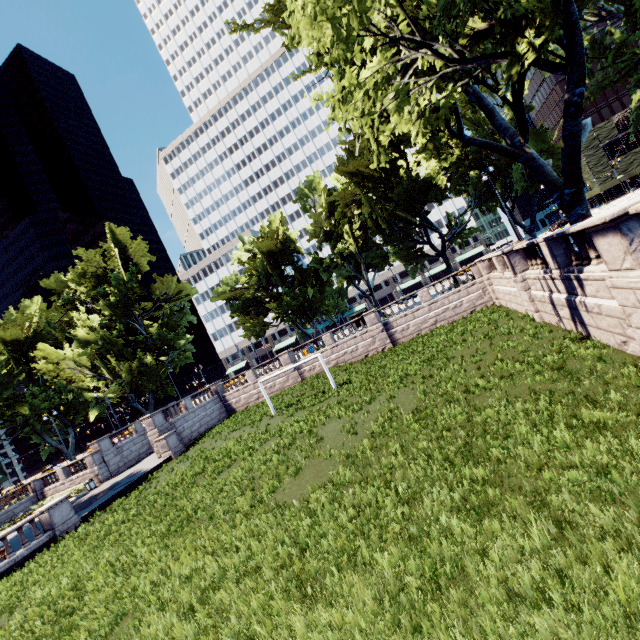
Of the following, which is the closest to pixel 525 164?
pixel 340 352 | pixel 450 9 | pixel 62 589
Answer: pixel 450 9

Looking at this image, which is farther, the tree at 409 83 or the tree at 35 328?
the tree at 35 328

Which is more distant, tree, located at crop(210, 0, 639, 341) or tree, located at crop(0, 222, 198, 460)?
tree, located at crop(0, 222, 198, 460)
